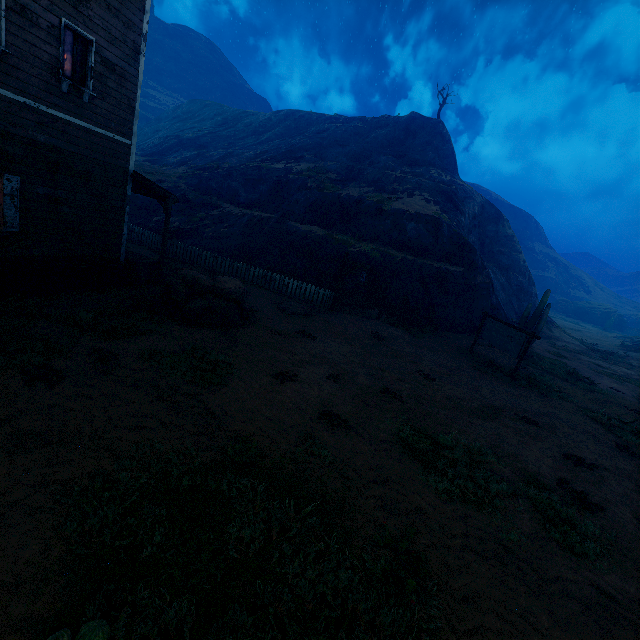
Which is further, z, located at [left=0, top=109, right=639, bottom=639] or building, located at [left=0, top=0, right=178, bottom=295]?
building, located at [left=0, top=0, right=178, bottom=295]

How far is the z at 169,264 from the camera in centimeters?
1600cm

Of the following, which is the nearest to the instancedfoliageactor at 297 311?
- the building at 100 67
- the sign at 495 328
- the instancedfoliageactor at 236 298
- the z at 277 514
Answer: the z at 277 514

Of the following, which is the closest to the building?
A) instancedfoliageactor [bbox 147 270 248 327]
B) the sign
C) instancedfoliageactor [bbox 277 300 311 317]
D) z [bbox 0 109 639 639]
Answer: z [bbox 0 109 639 639]

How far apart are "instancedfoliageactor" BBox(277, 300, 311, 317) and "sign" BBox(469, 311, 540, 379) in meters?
8.5

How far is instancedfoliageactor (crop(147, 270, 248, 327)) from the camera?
10.3 meters

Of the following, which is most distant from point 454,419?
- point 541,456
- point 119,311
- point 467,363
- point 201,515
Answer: point 119,311

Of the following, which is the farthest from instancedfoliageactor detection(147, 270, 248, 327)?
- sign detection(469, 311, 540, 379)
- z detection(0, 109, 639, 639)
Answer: sign detection(469, 311, 540, 379)
